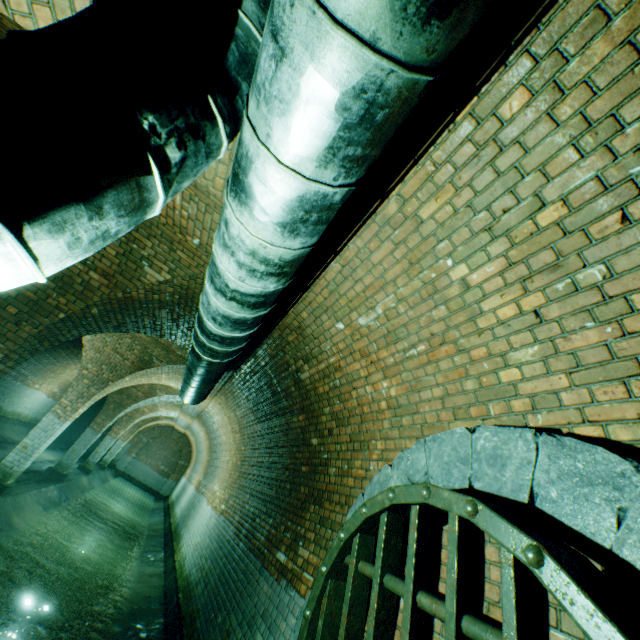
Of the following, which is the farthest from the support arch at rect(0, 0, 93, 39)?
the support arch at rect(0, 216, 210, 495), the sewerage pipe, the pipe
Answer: the support arch at rect(0, 216, 210, 495)

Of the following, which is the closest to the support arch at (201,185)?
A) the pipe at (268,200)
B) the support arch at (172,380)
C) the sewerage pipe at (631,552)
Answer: the pipe at (268,200)

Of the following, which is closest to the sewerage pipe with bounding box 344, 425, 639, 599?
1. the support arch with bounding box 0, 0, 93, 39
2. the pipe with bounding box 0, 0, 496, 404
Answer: the pipe with bounding box 0, 0, 496, 404

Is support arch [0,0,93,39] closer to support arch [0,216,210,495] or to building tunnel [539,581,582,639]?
building tunnel [539,581,582,639]

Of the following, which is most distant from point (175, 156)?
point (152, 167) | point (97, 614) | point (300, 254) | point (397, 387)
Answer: point (97, 614)

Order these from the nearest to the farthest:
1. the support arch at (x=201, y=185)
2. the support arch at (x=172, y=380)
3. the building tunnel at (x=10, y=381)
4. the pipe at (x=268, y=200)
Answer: the pipe at (x=268, y=200) < the support arch at (x=201, y=185) < the support arch at (x=172, y=380) < the building tunnel at (x=10, y=381)

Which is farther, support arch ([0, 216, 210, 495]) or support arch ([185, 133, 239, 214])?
support arch ([0, 216, 210, 495])

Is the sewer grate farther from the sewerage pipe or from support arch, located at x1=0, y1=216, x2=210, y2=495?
support arch, located at x1=0, y1=216, x2=210, y2=495
